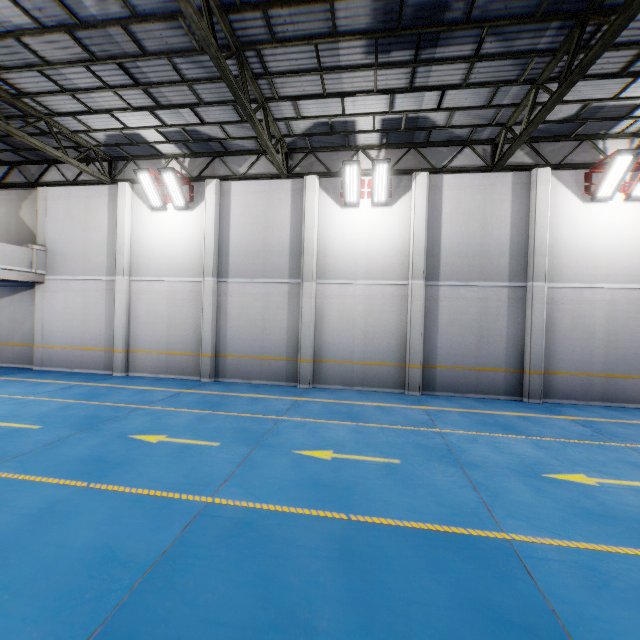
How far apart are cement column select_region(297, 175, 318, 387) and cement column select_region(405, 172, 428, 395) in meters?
3.3 m

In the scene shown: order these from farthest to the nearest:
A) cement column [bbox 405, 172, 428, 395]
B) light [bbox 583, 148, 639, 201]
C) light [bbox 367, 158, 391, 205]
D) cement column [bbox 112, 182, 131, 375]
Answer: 1. cement column [bbox 112, 182, 131, 375]
2. cement column [bbox 405, 172, 428, 395]
3. light [bbox 367, 158, 391, 205]
4. light [bbox 583, 148, 639, 201]

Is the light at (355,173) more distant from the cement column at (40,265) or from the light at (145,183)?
the cement column at (40,265)

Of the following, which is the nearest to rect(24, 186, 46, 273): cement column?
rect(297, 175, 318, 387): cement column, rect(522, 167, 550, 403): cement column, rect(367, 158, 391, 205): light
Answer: rect(297, 175, 318, 387): cement column

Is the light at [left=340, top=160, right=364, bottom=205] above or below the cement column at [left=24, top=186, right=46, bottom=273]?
above

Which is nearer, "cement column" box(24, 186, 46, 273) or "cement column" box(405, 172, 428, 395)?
"cement column" box(405, 172, 428, 395)

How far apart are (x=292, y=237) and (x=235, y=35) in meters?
6.1 m

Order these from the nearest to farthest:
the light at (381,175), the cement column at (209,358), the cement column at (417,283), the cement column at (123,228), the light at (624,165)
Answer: the light at (624,165)
the light at (381,175)
the cement column at (417,283)
the cement column at (209,358)
the cement column at (123,228)
